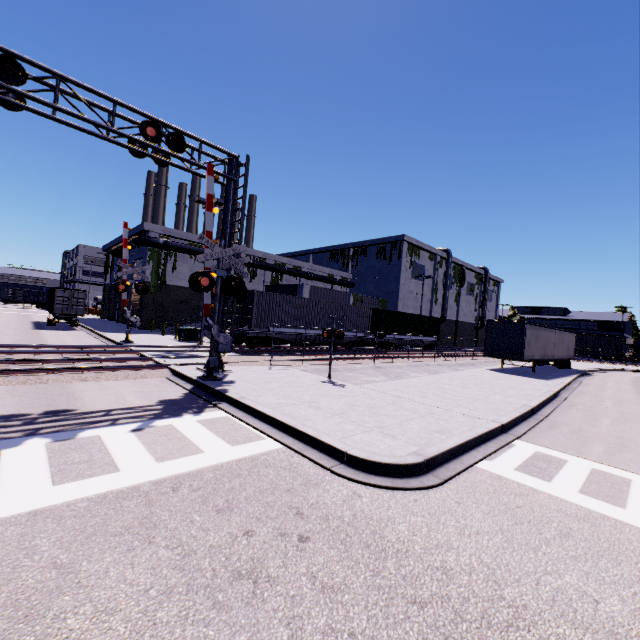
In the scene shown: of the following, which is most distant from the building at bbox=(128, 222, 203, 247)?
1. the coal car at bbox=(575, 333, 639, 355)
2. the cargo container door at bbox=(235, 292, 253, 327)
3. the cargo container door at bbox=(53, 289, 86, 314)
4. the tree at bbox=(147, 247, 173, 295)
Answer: the cargo container door at bbox=(53, 289, 86, 314)

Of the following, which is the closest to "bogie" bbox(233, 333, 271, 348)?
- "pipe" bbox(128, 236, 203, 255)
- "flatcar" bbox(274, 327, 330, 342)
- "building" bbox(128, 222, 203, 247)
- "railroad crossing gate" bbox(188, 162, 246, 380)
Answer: "flatcar" bbox(274, 327, 330, 342)

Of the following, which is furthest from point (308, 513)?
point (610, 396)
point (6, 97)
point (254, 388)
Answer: point (610, 396)

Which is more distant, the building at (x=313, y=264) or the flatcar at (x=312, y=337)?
the building at (x=313, y=264)

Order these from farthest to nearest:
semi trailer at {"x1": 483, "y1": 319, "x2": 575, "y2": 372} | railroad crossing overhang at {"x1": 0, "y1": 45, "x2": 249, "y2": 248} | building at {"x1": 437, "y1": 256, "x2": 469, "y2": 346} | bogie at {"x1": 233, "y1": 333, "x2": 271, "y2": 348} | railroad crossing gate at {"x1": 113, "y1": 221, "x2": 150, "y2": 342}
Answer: building at {"x1": 437, "y1": 256, "x2": 469, "y2": 346}
semi trailer at {"x1": 483, "y1": 319, "x2": 575, "y2": 372}
bogie at {"x1": 233, "y1": 333, "x2": 271, "y2": 348}
railroad crossing gate at {"x1": 113, "y1": 221, "x2": 150, "y2": 342}
railroad crossing overhang at {"x1": 0, "y1": 45, "x2": 249, "y2": 248}

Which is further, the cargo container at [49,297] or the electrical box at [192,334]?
the cargo container at [49,297]

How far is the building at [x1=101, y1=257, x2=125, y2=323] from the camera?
39.5 meters

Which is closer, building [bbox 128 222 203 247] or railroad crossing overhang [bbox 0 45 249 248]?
railroad crossing overhang [bbox 0 45 249 248]
